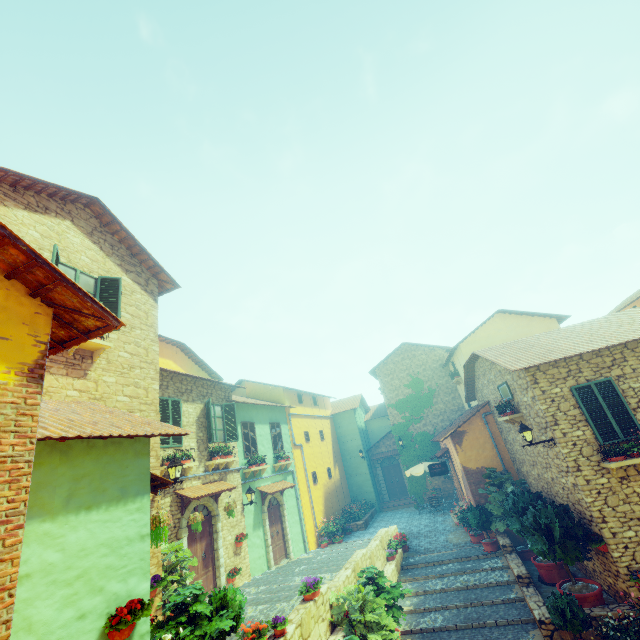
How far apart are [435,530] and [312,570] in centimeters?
785cm

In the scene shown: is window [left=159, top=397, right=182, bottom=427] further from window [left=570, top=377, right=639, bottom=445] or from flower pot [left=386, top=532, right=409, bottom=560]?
flower pot [left=386, top=532, right=409, bottom=560]

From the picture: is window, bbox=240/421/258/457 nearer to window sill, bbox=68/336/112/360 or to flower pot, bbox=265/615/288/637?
window sill, bbox=68/336/112/360

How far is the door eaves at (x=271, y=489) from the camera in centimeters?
1488cm

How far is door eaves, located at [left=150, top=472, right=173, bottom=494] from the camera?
6.0 meters

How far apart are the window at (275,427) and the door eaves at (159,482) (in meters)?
10.89

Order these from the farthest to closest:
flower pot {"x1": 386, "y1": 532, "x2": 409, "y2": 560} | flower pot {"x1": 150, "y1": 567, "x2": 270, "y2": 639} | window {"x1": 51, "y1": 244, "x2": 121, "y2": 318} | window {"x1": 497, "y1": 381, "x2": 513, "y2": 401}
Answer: flower pot {"x1": 386, "y1": 532, "x2": 409, "y2": 560} → window {"x1": 497, "y1": 381, "x2": 513, "y2": 401} → window {"x1": 51, "y1": 244, "x2": 121, "y2": 318} → flower pot {"x1": 150, "y1": 567, "x2": 270, "y2": 639}

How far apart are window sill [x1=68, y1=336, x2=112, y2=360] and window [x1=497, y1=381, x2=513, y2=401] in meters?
12.9 m
